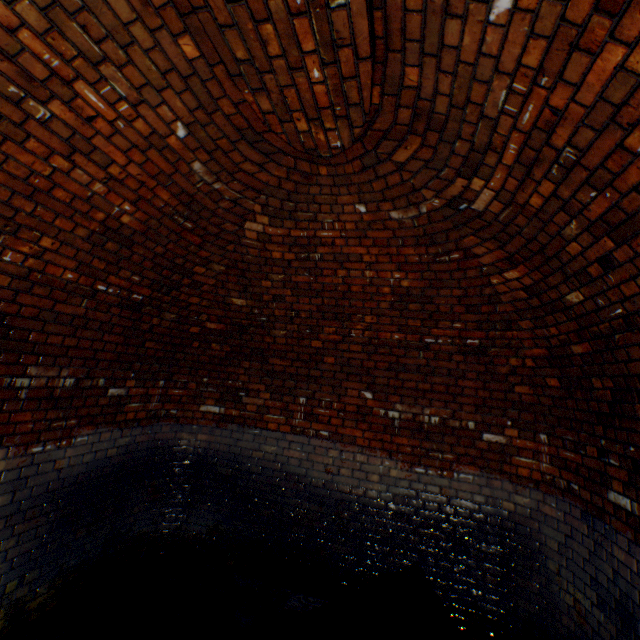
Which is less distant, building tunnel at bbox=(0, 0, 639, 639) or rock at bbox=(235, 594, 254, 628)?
building tunnel at bbox=(0, 0, 639, 639)

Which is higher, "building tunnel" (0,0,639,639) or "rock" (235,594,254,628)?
"building tunnel" (0,0,639,639)

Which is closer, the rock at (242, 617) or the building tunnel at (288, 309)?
the building tunnel at (288, 309)

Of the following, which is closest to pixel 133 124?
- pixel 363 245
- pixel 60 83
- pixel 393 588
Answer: pixel 60 83

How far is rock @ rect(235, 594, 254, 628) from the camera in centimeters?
340cm

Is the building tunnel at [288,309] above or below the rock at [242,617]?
above
